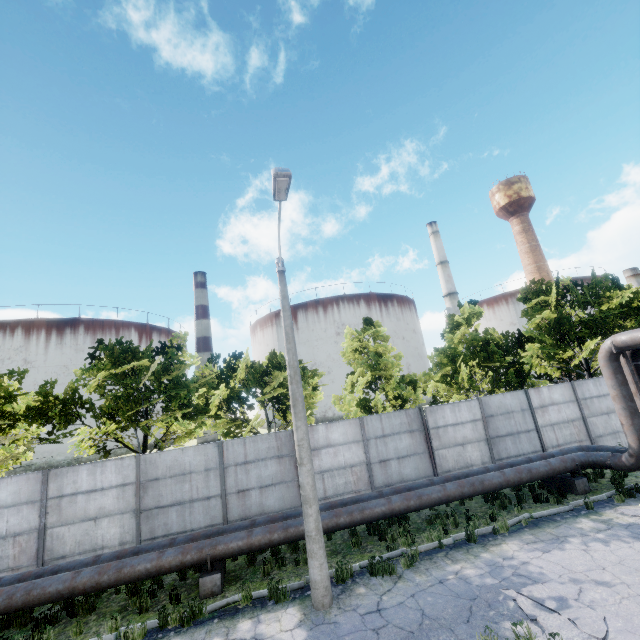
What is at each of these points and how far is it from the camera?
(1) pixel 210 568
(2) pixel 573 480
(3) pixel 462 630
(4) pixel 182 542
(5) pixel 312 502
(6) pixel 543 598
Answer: (1) pipe holder, 8.7 meters
(2) pipe holder, 11.8 meters
(3) asphalt debris, 6.1 meters
(4) pipe, 9.6 meters
(5) lamp post, 7.9 meters
(6) asphalt debris, 6.6 meters

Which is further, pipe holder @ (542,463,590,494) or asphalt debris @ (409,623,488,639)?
pipe holder @ (542,463,590,494)

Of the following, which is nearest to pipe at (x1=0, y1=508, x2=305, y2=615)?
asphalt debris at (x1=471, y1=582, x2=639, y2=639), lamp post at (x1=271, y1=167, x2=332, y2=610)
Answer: lamp post at (x1=271, y1=167, x2=332, y2=610)

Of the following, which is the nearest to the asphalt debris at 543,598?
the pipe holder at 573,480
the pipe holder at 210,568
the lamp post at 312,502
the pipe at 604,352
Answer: the lamp post at 312,502

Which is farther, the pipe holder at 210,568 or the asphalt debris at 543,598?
the pipe holder at 210,568

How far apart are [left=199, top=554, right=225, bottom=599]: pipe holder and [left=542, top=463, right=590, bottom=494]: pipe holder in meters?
12.4

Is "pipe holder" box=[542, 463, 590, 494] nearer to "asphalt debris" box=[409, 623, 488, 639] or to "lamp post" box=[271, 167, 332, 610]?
"asphalt debris" box=[409, 623, 488, 639]

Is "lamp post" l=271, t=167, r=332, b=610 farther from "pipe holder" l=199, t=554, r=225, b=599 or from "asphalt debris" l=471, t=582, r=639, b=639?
"pipe holder" l=199, t=554, r=225, b=599
